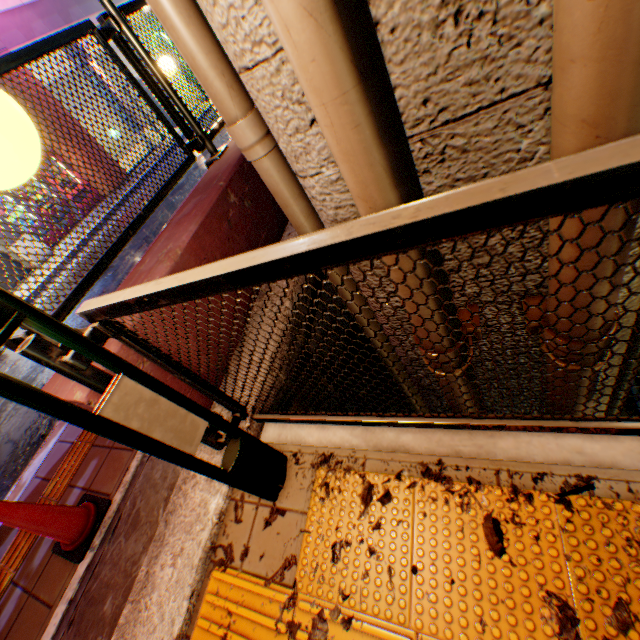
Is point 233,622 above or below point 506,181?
below

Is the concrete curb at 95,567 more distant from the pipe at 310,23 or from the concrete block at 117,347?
the pipe at 310,23

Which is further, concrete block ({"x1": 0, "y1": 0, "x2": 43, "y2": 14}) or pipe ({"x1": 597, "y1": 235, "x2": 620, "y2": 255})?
concrete block ({"x1": 0, "y1": 0, "x2": 43, "y2": 14})

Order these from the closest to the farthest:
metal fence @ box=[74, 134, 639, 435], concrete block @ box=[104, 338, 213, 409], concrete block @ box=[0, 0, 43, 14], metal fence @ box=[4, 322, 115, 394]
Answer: metal fence @ box=[74, 134, 639, 435], metal fence @ box=[4, 322, 115, 394], concrete block @ box=[104, 338, 213, 409], concrete block @ box=[0, 0, 43, 14]

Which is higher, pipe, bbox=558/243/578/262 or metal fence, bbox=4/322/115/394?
metal fence, bbox=4/322/115/394

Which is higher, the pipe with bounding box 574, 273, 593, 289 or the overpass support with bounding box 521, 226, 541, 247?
the pipe with bounding box 574, 273, 593, 289

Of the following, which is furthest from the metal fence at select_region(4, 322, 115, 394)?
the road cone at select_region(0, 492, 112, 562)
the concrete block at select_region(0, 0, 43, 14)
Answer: the concrete block at select_region(0, 0, 43, 14)

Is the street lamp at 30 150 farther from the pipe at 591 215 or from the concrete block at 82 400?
the pipe at 591 215
